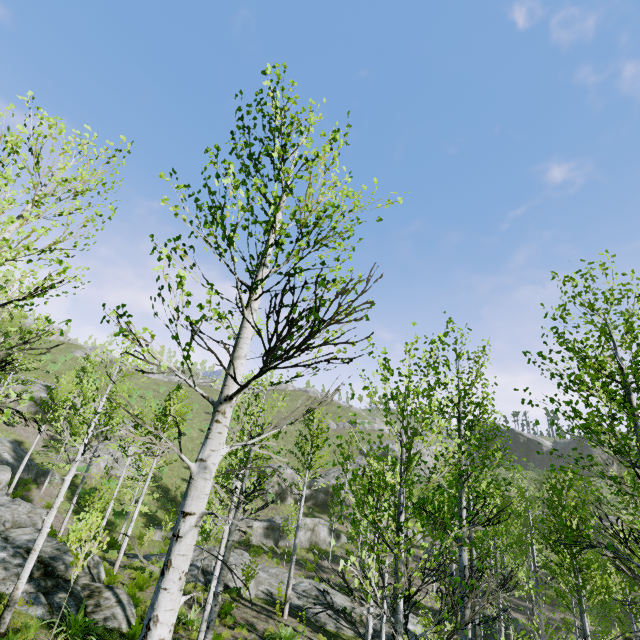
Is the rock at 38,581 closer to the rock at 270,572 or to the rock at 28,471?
the rock at 28,471

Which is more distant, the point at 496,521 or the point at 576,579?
the point at 496,521

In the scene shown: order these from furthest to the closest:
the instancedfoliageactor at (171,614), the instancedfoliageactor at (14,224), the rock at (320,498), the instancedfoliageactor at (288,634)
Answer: the rock at (320,498) < the instancedfoliageactor at (288,634) < the instancedfoliageactor at (14,224) < the instancedfoliageactor at (171,614)

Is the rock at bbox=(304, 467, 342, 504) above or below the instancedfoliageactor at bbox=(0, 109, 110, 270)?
below

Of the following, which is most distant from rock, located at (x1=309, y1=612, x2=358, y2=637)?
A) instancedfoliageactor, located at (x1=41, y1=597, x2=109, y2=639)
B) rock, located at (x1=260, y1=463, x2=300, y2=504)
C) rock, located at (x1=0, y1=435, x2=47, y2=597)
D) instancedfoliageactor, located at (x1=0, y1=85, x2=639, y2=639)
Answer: rock, located at (x1=260, y1=463, x2=300, y2=504)

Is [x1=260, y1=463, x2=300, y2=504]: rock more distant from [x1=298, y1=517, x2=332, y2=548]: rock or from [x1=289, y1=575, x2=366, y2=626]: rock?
[x1=289, y1=575, x2=366, y2=626]: rock

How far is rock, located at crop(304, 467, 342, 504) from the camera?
42.62m

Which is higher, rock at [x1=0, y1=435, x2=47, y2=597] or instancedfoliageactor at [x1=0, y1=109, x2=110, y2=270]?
instancedfoliageactor at [x1=0, y1=109, x2=110, y2=270]
